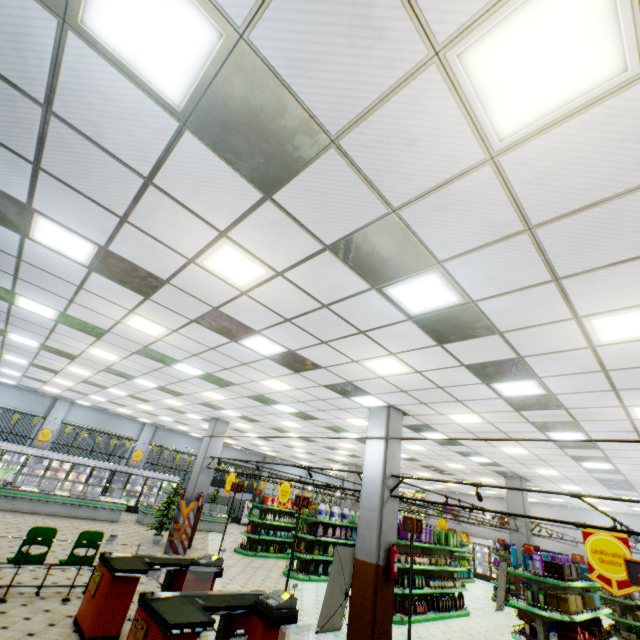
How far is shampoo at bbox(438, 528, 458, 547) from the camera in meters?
11.3 m

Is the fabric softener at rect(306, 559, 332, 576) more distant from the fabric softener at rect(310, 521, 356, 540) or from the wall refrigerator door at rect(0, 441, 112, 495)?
the wall refrigerator door at rect(0, 441, 112, 495)

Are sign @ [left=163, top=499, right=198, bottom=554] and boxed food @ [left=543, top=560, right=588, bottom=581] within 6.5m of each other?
no

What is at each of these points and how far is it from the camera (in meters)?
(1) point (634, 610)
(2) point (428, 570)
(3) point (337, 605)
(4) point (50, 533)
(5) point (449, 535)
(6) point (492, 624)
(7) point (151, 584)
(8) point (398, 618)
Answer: (1) packaged coffee, 12.50
(2) shelf, 11.13
(3) sign, 7.49
(4) chair, 6.36
(5) shampoo, 11.67
(6) building, 10.72
(7) building, 7.98
(8) shelf, 8.84

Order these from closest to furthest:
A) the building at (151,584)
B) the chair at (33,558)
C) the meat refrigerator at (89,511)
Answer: the building at (151,584)
the chair at (33,558)
the meat refrigerator at (89,511)

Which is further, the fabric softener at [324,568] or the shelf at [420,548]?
the fabric softener at [324,568]

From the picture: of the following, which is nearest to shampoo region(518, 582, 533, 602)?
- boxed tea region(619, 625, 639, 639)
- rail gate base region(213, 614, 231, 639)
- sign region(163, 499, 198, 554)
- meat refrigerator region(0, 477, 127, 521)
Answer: rail gate base region(213, 614, 231, 639)

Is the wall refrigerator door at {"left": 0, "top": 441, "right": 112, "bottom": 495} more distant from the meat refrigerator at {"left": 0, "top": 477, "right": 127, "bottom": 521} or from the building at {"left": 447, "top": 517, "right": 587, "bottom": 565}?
the meat refrigerator at {"left": 0, "top": 477, "right": 127, "bottom": 521}
